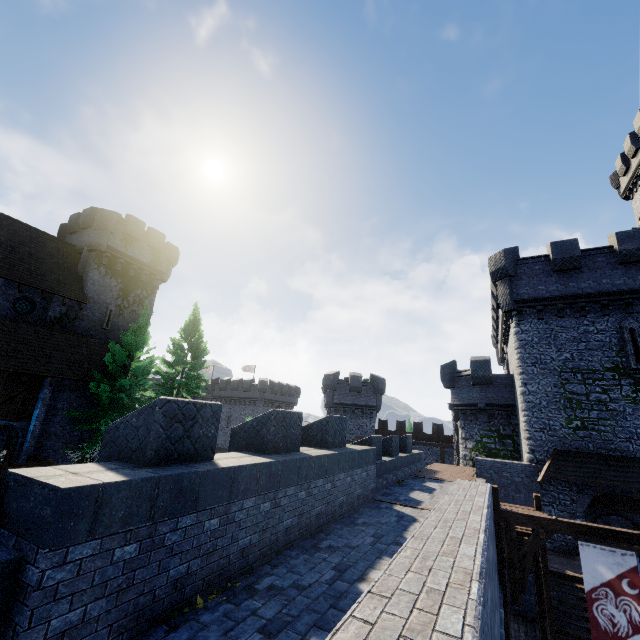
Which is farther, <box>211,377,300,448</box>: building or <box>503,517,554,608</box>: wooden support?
<box>211,377,300,448</box>: building

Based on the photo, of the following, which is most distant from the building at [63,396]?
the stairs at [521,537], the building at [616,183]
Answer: the building at [616,183]

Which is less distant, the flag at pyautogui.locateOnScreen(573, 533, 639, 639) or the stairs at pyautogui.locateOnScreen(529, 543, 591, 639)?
the flag at pyautogui.locateOnScreen(573, 533, 639, 639)

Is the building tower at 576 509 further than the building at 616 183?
No

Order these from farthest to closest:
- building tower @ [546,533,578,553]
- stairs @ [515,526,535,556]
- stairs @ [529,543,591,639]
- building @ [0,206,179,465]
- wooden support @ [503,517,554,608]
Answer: building @ [0,206,179,465] → building tower @ [546,533,578,553] → stairs @ [515,526,535,556] → stairs @ [529,543,591,639] → wooden support @ [503,517,554,608]

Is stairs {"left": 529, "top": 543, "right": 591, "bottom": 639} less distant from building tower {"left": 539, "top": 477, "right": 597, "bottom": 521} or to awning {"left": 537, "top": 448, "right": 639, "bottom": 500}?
building tower {"left": 539, "top": 477, "right": 597, "bottom": 521}

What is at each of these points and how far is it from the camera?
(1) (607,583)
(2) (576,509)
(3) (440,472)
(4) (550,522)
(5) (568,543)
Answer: (1) flag, 7.8 meters
(2) building tower, 16.0 meters
(3) walkway, 18.8 meters
(4) wooden beam, 8.7 meters
(5) building tower, 15.8 meters

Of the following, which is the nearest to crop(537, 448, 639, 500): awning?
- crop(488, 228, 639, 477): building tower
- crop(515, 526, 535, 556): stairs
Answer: crop(488, 228, 639, 477): building tower
